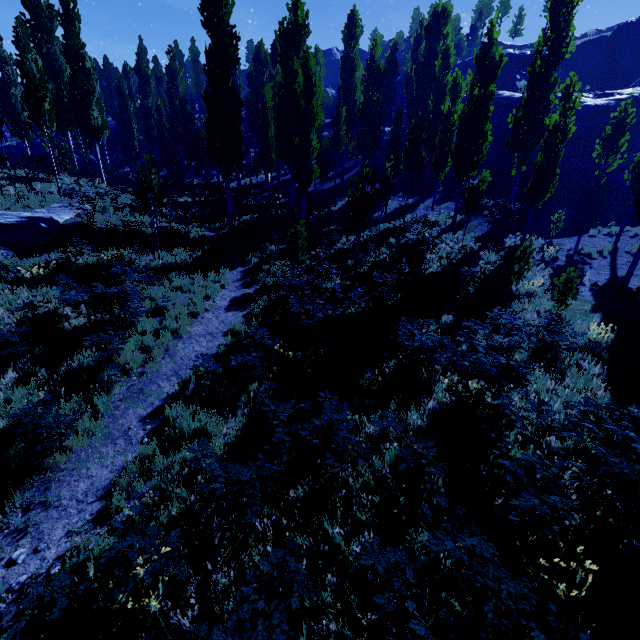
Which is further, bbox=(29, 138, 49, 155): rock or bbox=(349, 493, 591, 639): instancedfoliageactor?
bbox=(29, 138, 49, 155): rock

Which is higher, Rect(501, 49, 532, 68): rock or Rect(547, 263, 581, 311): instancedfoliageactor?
Rect(501, 49, 532, 68): rock

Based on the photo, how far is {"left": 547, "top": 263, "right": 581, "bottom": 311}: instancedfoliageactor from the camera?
11.0 meters

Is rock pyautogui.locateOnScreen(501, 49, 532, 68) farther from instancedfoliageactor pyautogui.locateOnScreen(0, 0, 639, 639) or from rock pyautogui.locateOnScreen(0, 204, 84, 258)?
rock pyautogui.locateOnScreen(0, 204, 84, 258)

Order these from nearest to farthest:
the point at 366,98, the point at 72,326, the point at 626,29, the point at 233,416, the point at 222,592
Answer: the point at 222,592 < the point at 233,416 < the point at 72,326 < the point at 366,98 < the point at 626,29

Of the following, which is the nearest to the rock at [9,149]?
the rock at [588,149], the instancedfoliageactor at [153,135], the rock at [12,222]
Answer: the instancedfoliageactor at [153,135]

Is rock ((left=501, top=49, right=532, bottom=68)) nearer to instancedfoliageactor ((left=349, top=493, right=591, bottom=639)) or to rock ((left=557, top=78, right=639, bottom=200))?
instancedfoliageactor ((left=349, top=493, right=591, bottom=639))

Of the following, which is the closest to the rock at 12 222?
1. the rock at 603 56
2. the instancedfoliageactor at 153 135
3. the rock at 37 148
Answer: the instancedfoliageactor at 153 135
